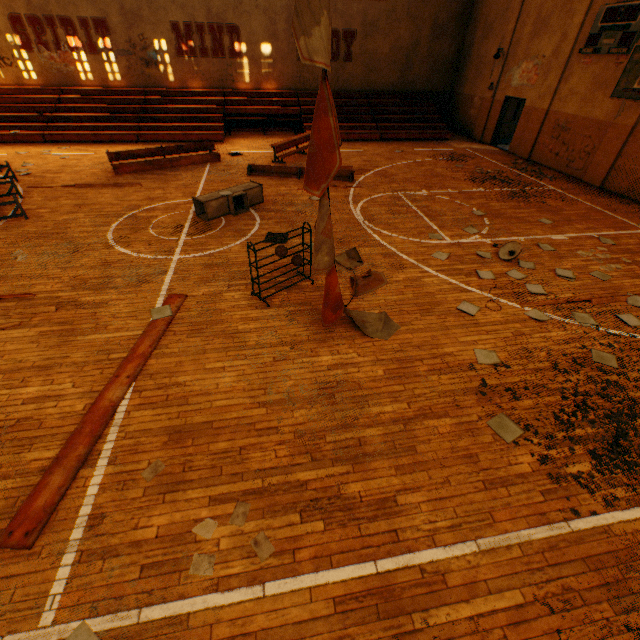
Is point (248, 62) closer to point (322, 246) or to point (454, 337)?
point (322, 246)

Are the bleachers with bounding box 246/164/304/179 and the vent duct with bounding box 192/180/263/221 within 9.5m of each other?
yes

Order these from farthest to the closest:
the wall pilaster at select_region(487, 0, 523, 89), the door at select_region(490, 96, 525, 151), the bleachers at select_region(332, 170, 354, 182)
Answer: the door at select_region(490, 96, 525, 151) → the wall pilaster at select_region(487, 0, 523, 89) → the bleachers at select_region(332, 170, 354, 182)

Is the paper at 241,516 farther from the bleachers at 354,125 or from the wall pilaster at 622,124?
the bleachers at 354,125

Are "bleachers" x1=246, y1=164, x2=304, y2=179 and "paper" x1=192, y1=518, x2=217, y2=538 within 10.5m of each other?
no

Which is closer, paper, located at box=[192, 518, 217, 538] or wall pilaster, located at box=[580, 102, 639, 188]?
paper, located at box=[192, 518, 217, 538]

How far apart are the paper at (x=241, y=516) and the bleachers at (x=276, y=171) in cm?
1089

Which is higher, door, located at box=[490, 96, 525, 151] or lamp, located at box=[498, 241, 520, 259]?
door, located at box=[490, 96, 525, 151]
